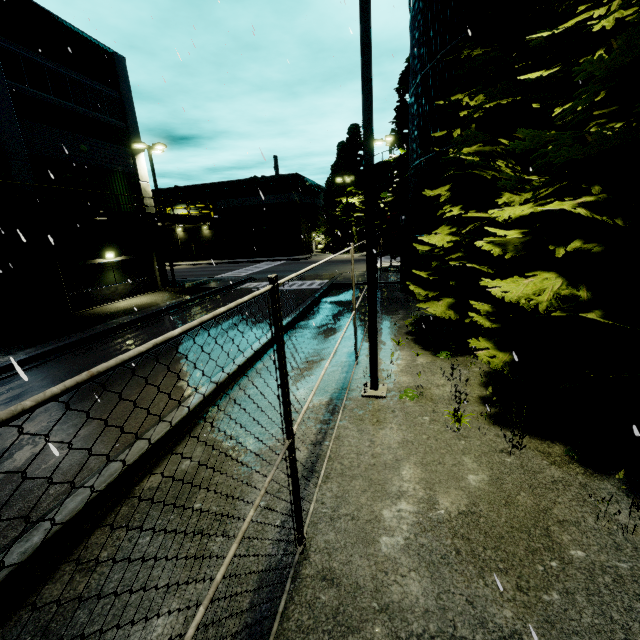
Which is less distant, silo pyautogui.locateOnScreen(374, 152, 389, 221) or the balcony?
the balcony

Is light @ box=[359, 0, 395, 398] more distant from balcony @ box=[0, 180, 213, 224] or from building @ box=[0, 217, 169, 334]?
building @ box=[0, 217, 169, 334]

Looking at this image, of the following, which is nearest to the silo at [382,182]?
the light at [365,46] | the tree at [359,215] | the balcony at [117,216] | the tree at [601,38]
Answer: the tree at [601,38]

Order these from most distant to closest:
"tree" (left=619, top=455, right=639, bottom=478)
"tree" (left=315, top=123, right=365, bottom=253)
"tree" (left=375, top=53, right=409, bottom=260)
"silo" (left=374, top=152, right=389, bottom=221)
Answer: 1. "silo" (left=374, top=152, right=389, bottom=221)
2. "tree" (left=315, top=123, right=365, bottom=253)
3. "tree" (left=375, top=53, right=409, bottom=260)
4. "tree" (left=619, top=455, right=639, bottom=478)

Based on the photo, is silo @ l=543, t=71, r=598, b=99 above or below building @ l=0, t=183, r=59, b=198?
above

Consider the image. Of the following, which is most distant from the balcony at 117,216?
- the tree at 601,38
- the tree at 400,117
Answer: the tree at 601,38

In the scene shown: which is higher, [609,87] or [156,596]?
[609,87]

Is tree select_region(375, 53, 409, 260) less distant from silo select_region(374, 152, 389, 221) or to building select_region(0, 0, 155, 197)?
silo select_region(374, 152, 389, 221)
